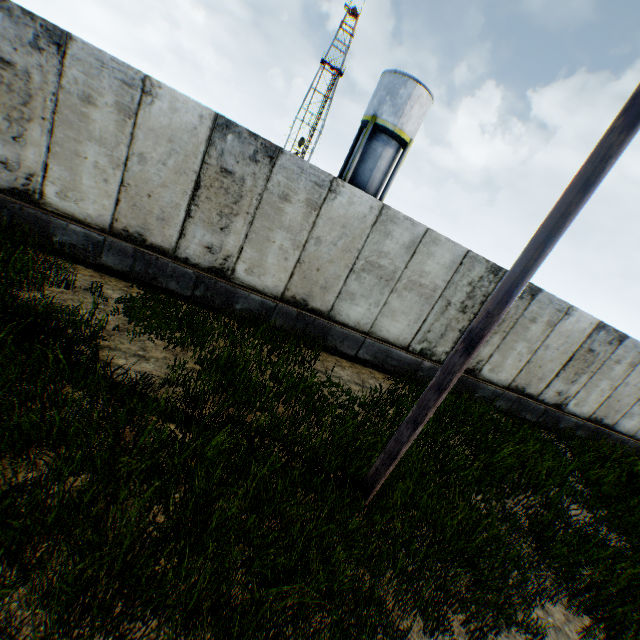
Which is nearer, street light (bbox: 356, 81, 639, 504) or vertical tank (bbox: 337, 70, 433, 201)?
street light (bbox: 356, 81, 639, 504)

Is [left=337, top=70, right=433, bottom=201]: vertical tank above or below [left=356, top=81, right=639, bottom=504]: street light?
above

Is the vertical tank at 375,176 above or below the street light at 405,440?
above

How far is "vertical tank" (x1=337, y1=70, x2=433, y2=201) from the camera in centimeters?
2134cm

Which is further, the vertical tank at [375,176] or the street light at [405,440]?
the vertical tank at [375,176]

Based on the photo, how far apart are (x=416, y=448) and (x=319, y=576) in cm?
360
